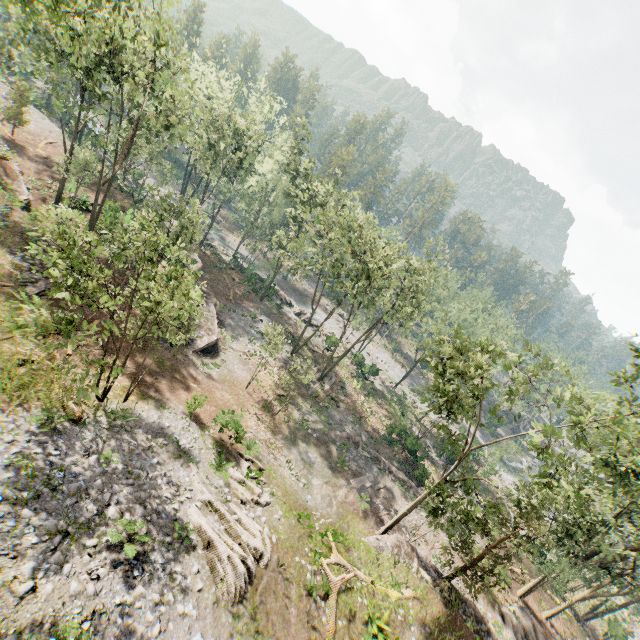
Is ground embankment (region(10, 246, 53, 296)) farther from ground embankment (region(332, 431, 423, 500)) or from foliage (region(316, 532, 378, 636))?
ground embankment (region(332, 431, 423, 500))

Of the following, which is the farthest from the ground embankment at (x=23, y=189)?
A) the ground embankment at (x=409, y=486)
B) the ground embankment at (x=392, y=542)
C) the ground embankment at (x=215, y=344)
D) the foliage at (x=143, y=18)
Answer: the ground embankment at (x=392, y=542)

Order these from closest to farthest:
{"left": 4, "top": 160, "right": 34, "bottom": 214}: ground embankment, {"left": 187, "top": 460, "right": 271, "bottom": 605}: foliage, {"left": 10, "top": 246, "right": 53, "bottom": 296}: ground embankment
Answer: {"left": 187, "top": 460, "right": 271, "bottom": 605}: foliage → {"left": 10, "top": 246, "right": 53, "bottom": 296}: ground embankment → {"left": 4, "top": 160, "right": 34, "bottom": 214}: ground embankment

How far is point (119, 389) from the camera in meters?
18.0 m

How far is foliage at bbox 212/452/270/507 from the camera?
17.1m

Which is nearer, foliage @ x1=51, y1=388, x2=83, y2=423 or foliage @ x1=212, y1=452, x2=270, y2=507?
foliage @ x1=51, y1=388, x2=83, y2=423

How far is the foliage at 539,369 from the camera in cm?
1931
